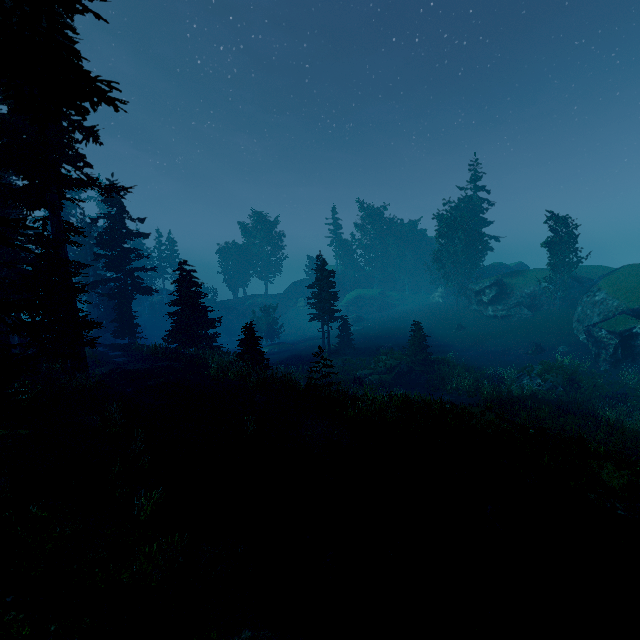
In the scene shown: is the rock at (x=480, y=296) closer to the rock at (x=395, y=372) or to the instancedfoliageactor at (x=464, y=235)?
the instancedfoliageactor at (x=464, y=235)

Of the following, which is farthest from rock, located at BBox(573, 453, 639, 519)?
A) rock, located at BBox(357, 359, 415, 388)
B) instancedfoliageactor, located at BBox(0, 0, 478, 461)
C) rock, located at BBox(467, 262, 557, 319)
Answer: rock, located at BBox(467, 262, 557, 319)

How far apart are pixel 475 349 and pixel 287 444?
29.9m

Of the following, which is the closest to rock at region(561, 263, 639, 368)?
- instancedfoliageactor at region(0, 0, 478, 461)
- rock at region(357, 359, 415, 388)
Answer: instancedfoliageactor at region(0, 0, 478, 461)

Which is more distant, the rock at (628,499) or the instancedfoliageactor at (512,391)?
the instancedfoliageactor at (512,391)

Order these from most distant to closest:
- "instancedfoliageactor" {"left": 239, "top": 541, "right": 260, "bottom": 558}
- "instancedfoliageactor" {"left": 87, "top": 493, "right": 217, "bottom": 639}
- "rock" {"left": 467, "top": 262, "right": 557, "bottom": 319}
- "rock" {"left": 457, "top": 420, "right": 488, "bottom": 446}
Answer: "rock" {"left": 467, "top": 262, "right": 557, "bottom": 319} < "rock" {"left": 457, "top": 420, "right": 488, "bottom": 446} < "instancedfoliageactor" {"left": 239, "top": 541, "right": 260, "bottom": 558} < "instancedfoliageactor" {"left": 87, "top": 493, "right": 217, "bottom": 639}

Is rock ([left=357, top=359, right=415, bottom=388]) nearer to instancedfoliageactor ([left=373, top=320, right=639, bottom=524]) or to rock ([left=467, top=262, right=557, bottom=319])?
instancedfoliageactor ([left=373, top=320, right=639, bottom=524])
